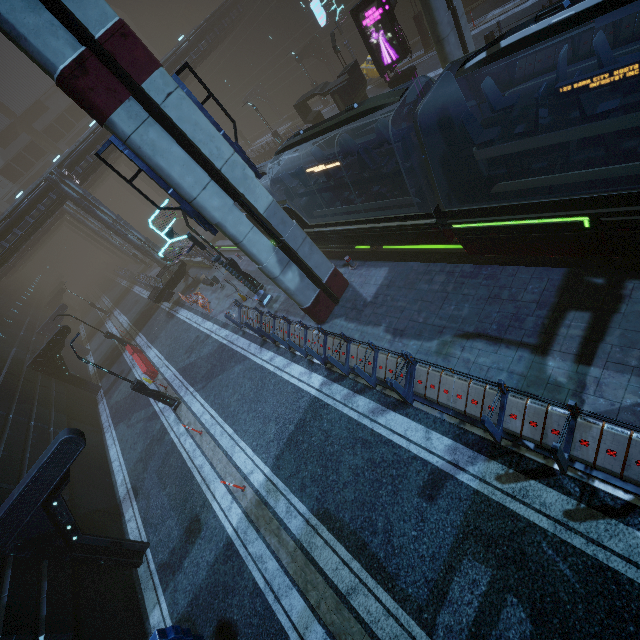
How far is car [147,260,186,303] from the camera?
24.5m

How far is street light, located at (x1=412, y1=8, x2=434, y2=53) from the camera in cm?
2247

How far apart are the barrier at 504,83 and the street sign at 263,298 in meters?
14.6

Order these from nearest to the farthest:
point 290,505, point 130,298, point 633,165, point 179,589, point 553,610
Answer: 1. point 553,610
2. point 633,165
3. point 290,505
4. point 179,589
5. point 130,298

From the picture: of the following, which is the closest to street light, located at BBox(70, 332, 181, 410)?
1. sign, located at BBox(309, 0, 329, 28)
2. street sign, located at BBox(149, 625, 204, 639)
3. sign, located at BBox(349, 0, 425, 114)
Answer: street sign, located at BBox(149, 625, 204, 639)

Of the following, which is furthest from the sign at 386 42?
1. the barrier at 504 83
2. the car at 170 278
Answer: the car at 170 278

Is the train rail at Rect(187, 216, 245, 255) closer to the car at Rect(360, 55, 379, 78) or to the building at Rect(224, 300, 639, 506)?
the building at Rect(224, 300, 639, 506)

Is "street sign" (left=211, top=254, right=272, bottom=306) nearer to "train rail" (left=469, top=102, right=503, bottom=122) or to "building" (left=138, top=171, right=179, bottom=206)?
"building" (left=138, top=171, right=179, bottom=206)
